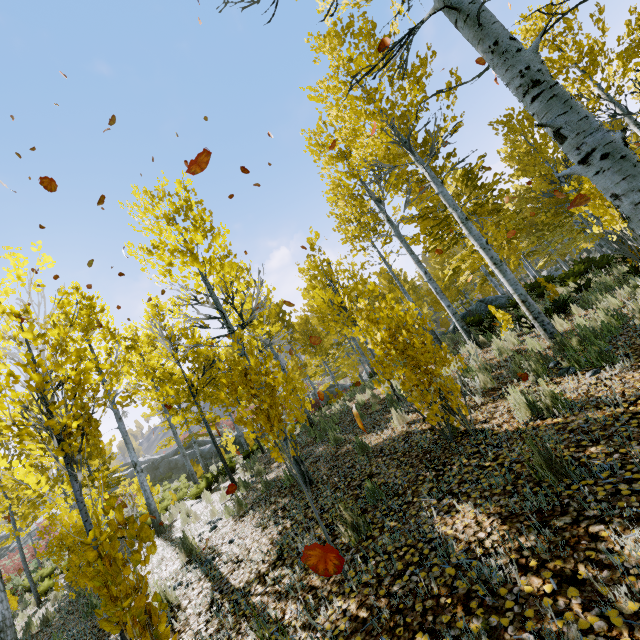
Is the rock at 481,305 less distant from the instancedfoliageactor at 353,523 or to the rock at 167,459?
the instancedfoliageactor at 353,523

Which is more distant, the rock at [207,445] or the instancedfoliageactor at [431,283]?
the rock at [207,445]

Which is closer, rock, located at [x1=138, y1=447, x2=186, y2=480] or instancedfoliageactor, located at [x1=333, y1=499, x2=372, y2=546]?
instancedfoliageactor, located at [x1=333, y1=499, x2=372, y2=546]

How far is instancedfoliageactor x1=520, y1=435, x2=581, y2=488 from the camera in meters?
2.6 m

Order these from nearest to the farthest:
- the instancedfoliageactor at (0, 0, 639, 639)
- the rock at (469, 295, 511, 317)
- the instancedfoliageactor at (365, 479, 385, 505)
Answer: the instancedfoliageactor at (0, 0, 639, 639) → the instancedfoliageactor at (365, 479, 385, 505) → the rock at (469, 295, 511, 317)

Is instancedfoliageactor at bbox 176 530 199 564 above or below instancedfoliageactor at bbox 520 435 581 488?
above

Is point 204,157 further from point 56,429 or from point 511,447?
point 511,447
